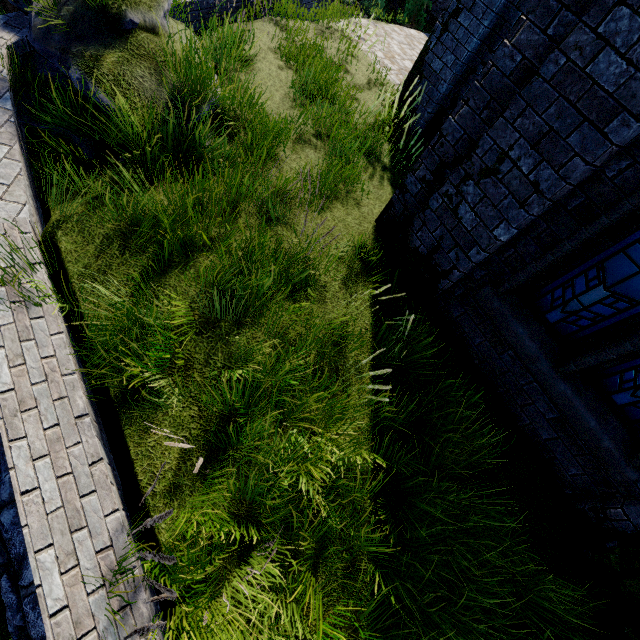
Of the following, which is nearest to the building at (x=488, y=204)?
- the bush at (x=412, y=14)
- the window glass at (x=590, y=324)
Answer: the window glass at (x=590, y=324)

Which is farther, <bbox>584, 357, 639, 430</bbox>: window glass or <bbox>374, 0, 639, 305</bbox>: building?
<bbox>584, 357, 639, 430</bbox>: window glass

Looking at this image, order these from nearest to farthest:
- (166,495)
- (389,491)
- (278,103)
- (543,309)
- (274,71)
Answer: (166,495) < (389,491) < (543,309) < (278,103) < (274,71)

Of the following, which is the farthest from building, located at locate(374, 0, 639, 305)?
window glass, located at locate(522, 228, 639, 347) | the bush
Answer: the bush

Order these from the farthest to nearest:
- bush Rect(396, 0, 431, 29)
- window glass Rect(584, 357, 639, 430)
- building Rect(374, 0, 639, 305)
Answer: bush Rect(396, 0, 431, 29)
window glass Rect(584, 357, 639, 430)
building Rect(374, 0, 639, 305)

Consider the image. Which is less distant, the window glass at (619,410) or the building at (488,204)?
the building at (488,204)

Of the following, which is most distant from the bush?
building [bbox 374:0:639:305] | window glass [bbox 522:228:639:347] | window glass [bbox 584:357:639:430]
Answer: window glass [bbox 584:357:639:430]

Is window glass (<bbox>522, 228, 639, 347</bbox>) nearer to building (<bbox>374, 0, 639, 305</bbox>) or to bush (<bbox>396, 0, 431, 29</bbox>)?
building (<bbox>374, 0, 639, 305</bbox>)
